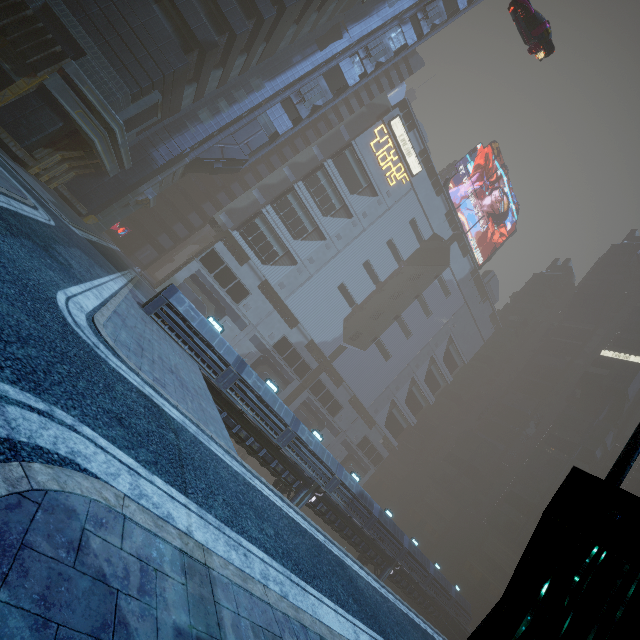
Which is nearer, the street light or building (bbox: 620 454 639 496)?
the street light

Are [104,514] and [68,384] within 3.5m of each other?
yes

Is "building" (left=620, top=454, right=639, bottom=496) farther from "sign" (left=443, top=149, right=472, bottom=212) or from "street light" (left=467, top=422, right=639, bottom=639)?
"street light" (left=467, top=422, right=639, bottom=639)

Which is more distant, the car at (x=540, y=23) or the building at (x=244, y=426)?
the car at (x=540, y=23)

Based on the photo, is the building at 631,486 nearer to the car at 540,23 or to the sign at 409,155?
the sign at 409,155

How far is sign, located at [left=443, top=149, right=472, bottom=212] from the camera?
58.3m

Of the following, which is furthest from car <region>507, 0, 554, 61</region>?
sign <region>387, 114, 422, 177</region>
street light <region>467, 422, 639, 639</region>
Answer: sign <region>387, 114, 422, 177</region>

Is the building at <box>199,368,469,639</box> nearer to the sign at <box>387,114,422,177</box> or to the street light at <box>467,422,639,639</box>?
the sign at <box>387,114,422,177</box>
